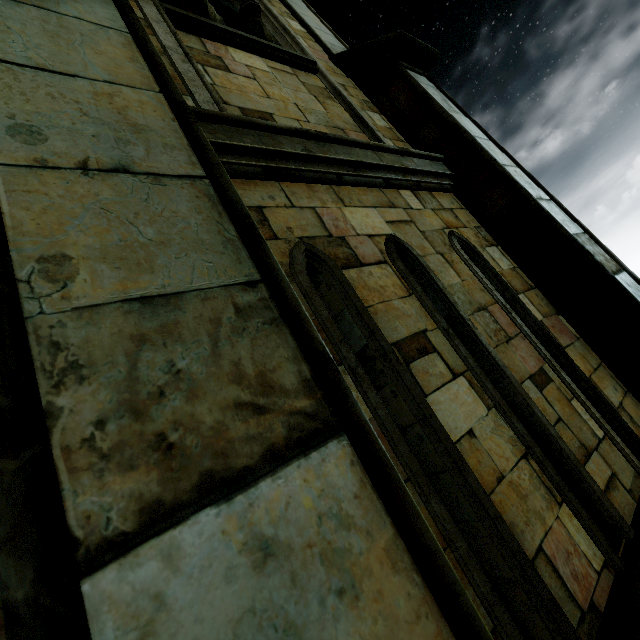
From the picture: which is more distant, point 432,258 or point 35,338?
point 432,258
